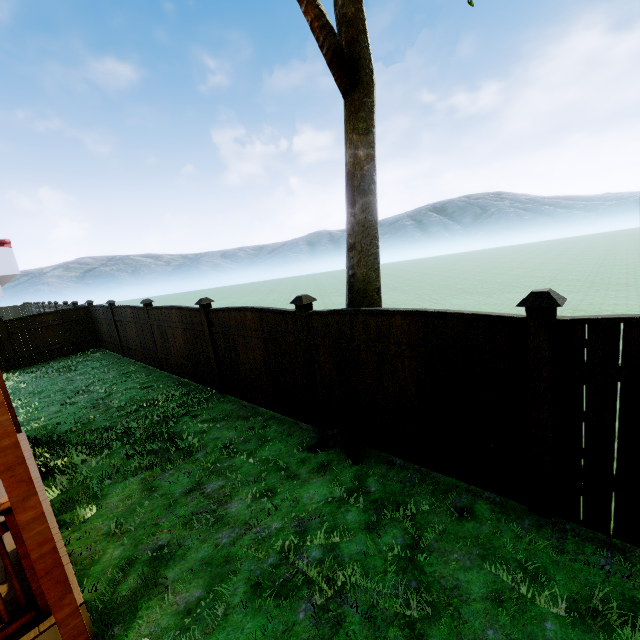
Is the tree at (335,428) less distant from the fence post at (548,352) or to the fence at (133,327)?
the fence post at (548,352)

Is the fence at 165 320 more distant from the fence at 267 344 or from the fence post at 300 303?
the fence post at 300 303

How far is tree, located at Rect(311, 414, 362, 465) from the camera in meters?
4.4 m

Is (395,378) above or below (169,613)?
above

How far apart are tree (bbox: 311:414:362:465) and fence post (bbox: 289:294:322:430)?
0.3m

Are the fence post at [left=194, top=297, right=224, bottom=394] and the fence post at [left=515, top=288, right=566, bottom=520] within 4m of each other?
no

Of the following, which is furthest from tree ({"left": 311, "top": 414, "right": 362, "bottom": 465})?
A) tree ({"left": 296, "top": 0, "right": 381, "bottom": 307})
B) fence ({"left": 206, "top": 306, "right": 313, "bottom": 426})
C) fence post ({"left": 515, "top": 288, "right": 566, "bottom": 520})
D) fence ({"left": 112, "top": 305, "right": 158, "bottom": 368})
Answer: fence ({"left": 112, "top": 305, "right": 158, "bottom": 368})

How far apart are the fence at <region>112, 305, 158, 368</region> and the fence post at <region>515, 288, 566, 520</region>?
9.80m
